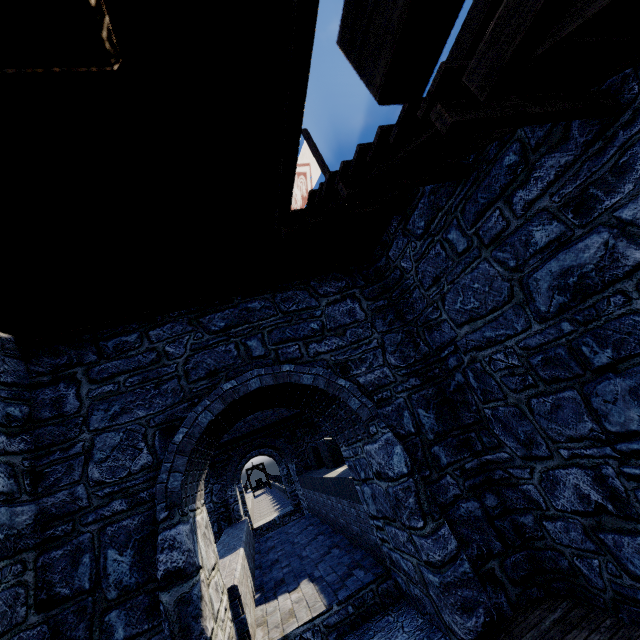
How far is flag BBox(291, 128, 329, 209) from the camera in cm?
973

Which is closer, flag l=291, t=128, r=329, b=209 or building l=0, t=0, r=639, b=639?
building l=0, t=0, r=639, b=639

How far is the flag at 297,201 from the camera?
9.73m

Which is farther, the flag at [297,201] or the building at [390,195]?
the flag at [297,201]

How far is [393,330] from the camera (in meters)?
5.94

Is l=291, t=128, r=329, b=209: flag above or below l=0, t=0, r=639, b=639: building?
above
